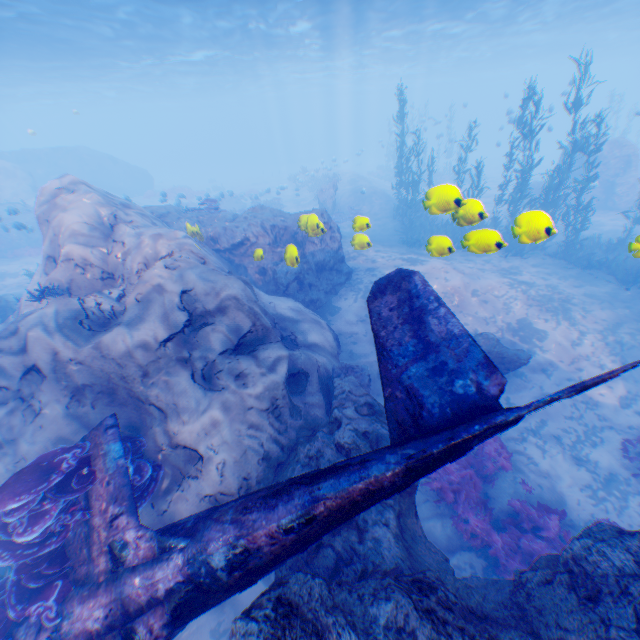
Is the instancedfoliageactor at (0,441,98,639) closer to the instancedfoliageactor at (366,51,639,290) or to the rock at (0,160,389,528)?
the rock at (0,160,389,528)

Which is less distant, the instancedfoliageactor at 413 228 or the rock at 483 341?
the instancedfoliageactor at 413 228

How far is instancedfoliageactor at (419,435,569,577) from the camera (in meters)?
7.16

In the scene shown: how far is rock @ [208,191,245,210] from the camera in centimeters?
2312cm

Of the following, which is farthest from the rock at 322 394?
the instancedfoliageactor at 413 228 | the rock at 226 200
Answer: the rock at 226 200

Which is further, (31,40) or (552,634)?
(31,40)

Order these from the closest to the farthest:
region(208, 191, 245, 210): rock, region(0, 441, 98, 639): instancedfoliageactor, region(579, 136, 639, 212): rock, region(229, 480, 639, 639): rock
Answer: region(229, 480, 639, 639): rock, region(0, 441, 98, 639): instancedfoliageactor, region(579, 136, 639, 212): rock, region(208, 191, 245, 210): rock

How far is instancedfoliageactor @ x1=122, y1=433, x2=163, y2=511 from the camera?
5.69m
